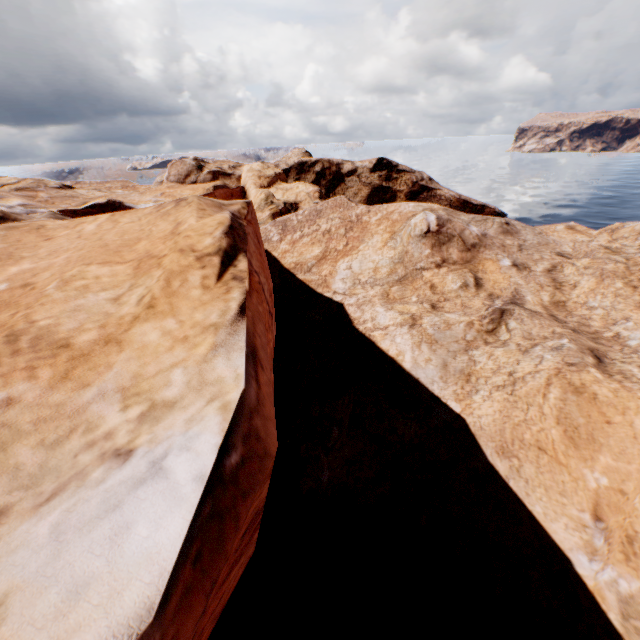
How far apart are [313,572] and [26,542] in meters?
8.7
